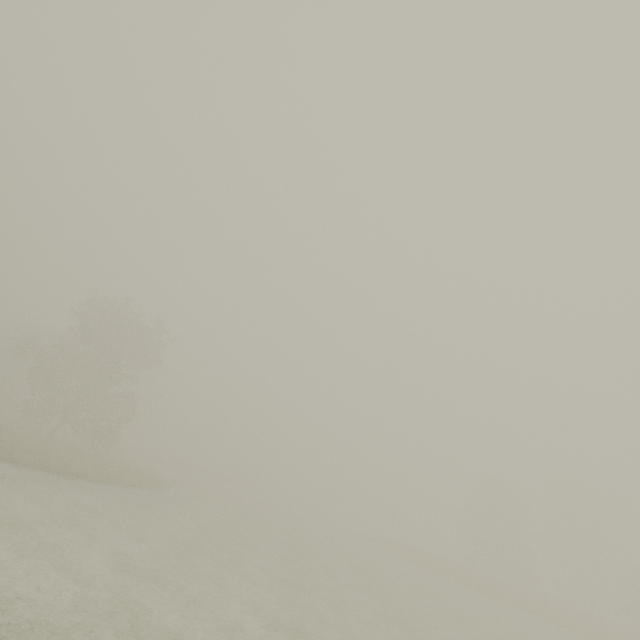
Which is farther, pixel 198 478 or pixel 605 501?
pixel 198 478
